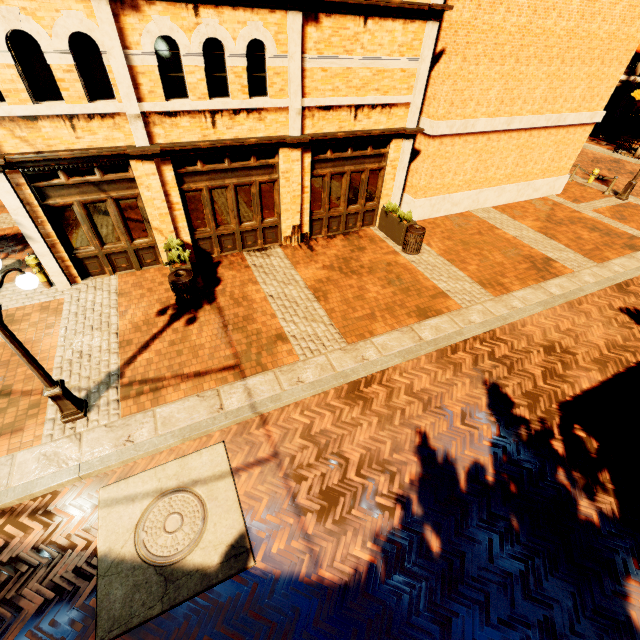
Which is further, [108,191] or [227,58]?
[108,191]

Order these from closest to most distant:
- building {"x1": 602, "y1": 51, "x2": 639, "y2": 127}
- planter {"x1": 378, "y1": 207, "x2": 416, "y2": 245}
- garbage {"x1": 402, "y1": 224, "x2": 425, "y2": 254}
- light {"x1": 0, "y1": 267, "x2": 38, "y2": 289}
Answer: light {"x1": 0, "y1": 267, "x2": 38, "y2": 289}
garbage {"x1": 402, "y1": 224, "x2": 425, "y2": 254}
planter {"x1": 378, "y1": 207, "x2": 416, "y2": 245}
building {"x1": 602, "y1": 51, "x2": 639, "y2": 127}

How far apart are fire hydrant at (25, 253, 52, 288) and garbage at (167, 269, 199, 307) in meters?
3.5

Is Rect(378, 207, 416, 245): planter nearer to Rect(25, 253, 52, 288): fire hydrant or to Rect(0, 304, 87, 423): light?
Rect(0, 304, 87, 423): light

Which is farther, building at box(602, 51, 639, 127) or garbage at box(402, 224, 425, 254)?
building at box(602, 51, 639, 127)

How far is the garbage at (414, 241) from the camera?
10.48m

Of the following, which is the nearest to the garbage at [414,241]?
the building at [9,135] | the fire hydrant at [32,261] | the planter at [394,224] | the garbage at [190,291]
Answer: the planter at [394,224]
